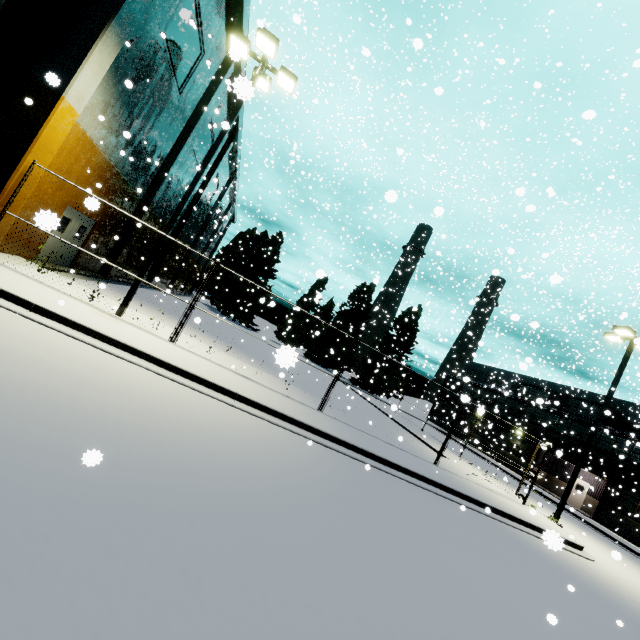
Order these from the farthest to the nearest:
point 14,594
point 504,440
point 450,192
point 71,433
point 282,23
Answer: point 450,192 < point 282,23 < point 504,440 < point 71,433 < point 14,594

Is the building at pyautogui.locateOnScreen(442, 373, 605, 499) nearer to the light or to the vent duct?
the vent duct

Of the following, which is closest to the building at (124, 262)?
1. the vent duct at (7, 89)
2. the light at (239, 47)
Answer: the vent duct at (7, 89)

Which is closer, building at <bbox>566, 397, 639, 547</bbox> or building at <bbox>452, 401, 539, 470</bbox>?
building at <bbox>566, 397, 639, 547</bbox>

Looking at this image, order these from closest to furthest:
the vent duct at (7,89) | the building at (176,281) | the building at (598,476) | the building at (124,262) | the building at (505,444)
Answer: the vent duct at (7,89) → the building at (124,262) → the building at (598,476) → the building at (176,281) → the building at (505,444)

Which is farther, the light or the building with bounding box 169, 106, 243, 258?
the building with bounding box 169, 106, 243, 258
